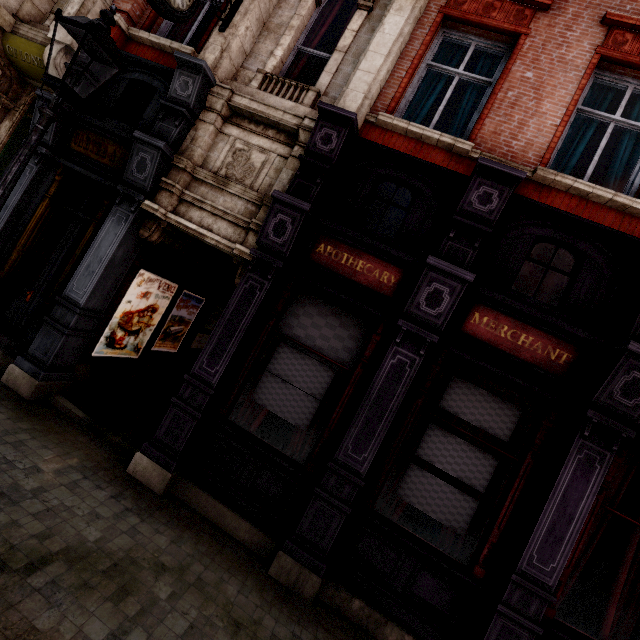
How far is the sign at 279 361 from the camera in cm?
489

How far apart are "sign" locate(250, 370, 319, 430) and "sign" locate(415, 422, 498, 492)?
1.3 meters

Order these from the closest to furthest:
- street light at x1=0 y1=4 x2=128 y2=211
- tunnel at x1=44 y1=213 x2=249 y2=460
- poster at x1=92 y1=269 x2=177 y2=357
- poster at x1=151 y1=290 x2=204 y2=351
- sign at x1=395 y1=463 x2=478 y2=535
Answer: street light at x1=0 y1=4 x2=128 y2=211 → sign at x1=395 y1=463 x2=478 y2=535 → tunnel at x1=44 y1=213 x2=249 y2=460 → poster at x1=92 y1=269 x2=177 y2=357 → poster at x1=151 y1=290 x2=204 y2=351

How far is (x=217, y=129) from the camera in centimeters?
577cm

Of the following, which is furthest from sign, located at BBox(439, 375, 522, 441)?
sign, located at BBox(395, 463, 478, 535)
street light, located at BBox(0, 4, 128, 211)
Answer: street light, located at BBox(0, 4, 128, 211)

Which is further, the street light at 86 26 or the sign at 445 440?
the sign at 445 440

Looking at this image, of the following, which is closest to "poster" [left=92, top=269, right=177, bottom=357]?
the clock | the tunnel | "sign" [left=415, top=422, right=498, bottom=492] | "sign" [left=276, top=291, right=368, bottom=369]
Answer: the tunnel

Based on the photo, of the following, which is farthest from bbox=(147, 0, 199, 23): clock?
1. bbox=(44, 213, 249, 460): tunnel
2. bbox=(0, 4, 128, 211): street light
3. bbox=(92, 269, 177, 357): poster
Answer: bbox=(92, 269, 177, 357): poster
